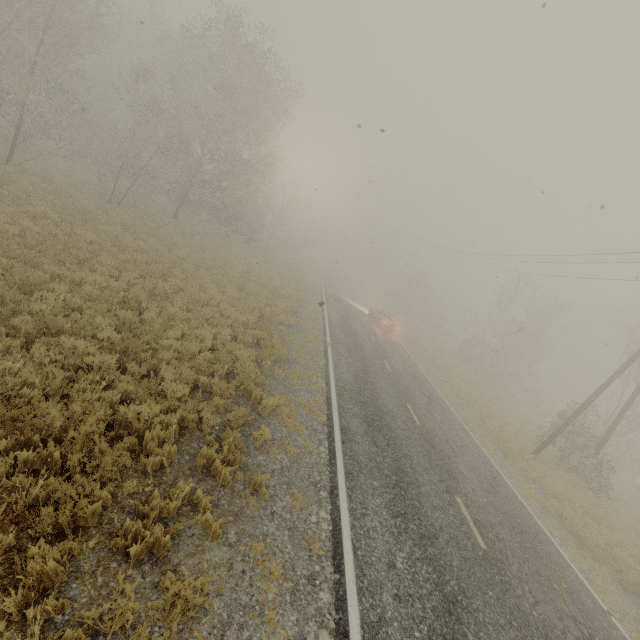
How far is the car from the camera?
27.5m

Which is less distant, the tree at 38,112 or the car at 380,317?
the tree at 38,112

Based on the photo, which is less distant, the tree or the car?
the tree

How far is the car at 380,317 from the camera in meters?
27.5 m

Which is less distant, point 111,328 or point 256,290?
point 111,328
